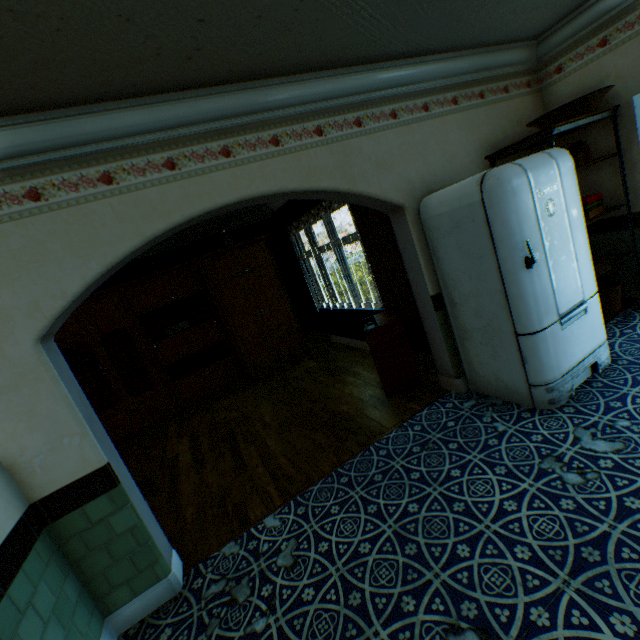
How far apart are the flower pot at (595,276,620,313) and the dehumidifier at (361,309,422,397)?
2.13m

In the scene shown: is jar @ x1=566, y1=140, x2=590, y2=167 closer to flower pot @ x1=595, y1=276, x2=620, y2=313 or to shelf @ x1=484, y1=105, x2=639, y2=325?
shelf @ x1=484, y1=105, x2=639, y2=325

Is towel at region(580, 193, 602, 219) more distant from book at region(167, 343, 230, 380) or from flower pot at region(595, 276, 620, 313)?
book at region(167, 343, 230, 380)

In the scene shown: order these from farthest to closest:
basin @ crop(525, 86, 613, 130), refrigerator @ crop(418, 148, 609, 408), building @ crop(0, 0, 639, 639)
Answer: basin @ crop(525, 86, 613, 130)
refrigerator @ crop(418, 148, 609, 408)
building @ crop(0, 0, 639, 639)

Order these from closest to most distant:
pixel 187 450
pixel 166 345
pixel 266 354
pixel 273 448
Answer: pixel 273 448 → pixel 187 450 → pixel 166 345 → pixel 266 354

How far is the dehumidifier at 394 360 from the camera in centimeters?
370cm

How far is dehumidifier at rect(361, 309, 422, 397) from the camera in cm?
370

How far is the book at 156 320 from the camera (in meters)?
5.90
